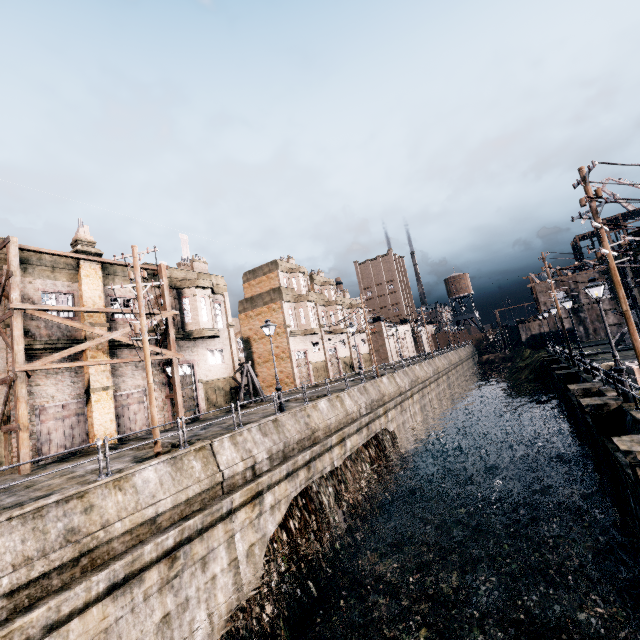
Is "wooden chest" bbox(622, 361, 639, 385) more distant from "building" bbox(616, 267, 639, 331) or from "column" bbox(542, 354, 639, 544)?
"building" bbox(616, 267, 639, 331)

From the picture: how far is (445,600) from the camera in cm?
1367

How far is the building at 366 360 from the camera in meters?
53.2 m

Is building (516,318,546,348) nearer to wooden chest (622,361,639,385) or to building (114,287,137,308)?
wooden chest (622,361,639,385)

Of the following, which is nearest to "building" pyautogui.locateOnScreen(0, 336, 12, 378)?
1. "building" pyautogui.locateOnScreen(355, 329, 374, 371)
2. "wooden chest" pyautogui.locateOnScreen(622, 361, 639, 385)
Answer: "building" pyautogui.locateOnScreen(355, 329, 374, 371)

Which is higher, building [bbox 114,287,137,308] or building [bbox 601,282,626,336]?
building [bbox 114,287,137,308]

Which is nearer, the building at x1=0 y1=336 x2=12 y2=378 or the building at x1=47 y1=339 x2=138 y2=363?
the building at x1=0 y1=336 x2=12 y2=378

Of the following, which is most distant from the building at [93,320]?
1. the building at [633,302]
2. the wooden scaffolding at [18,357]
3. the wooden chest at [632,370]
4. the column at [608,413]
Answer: the building at [633,302]
